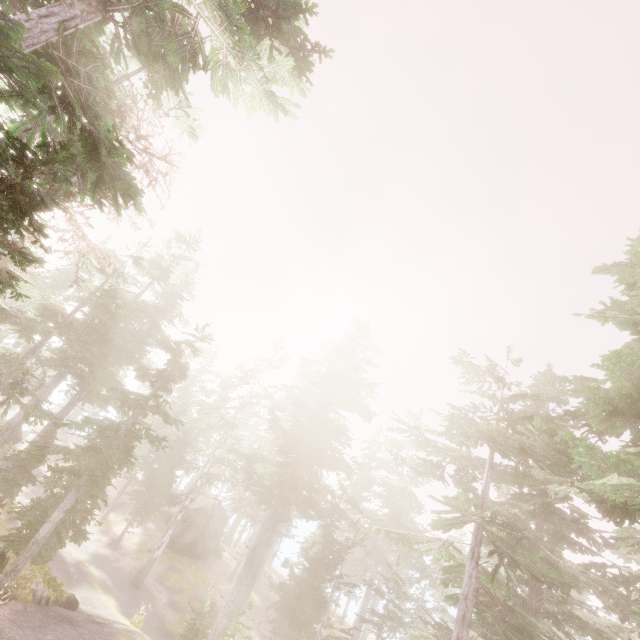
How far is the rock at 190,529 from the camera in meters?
30.8

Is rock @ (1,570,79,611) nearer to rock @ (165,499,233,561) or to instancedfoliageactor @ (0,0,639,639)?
instancedfoliageactor @ (0,0,639,639)

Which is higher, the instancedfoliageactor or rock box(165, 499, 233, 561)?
the instancedfoliageactor

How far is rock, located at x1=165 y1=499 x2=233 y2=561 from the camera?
30.8 meters

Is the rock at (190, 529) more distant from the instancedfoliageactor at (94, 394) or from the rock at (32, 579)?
the rock at (32, 579)

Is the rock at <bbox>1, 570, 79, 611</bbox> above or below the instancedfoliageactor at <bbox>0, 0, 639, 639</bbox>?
below

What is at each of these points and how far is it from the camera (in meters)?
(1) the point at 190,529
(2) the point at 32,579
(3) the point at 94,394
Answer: (1) rock, 31.78
(2) rock, 12.30
(3) instancedfoliageactor, 13.45
